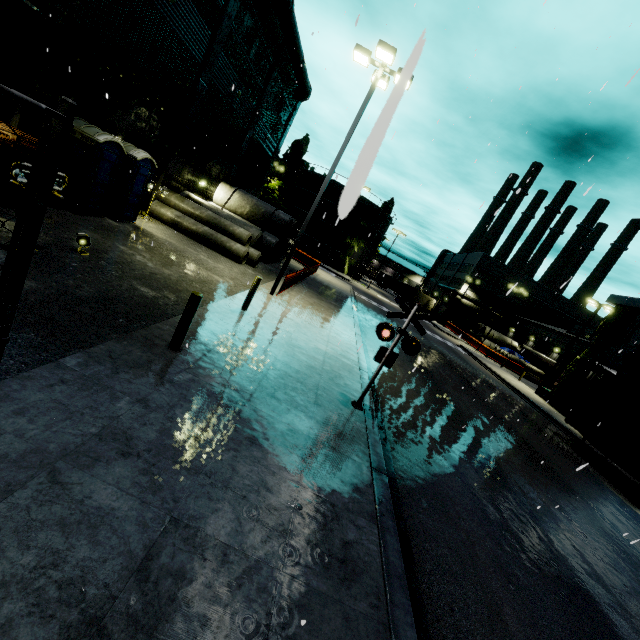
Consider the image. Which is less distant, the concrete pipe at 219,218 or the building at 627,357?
the concrete pipe at 219,218

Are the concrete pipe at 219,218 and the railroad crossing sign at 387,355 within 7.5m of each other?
no

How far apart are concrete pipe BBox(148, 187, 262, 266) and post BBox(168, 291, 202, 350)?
11.9m

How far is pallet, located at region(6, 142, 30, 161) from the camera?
8.3m

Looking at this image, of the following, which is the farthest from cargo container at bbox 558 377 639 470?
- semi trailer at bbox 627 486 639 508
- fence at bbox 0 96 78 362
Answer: fence at bbox 0 96 78 362

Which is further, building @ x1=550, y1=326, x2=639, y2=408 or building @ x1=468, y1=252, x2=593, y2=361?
building @ x1=468, y1=252, x2=593, y2=361

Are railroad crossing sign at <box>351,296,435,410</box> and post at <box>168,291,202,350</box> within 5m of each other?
yes

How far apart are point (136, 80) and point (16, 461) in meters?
16.1 m
